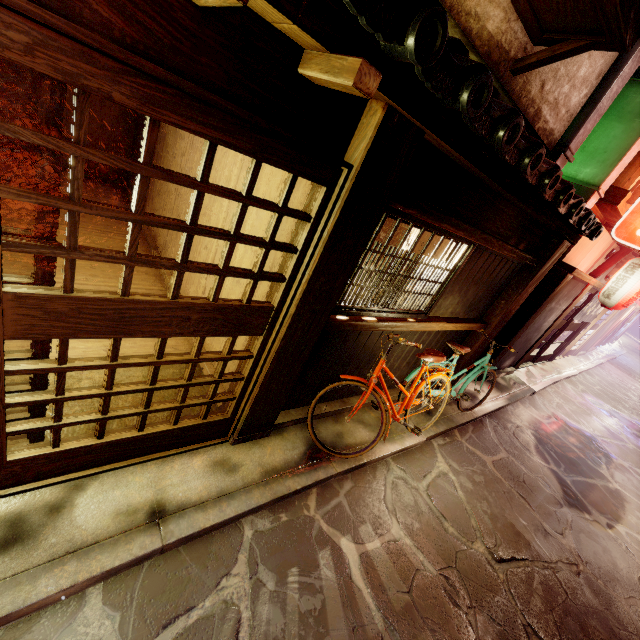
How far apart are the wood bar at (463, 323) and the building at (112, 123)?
14.2m

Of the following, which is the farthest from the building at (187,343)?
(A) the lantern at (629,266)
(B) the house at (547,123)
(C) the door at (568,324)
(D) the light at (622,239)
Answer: (C) the door at (568,324)

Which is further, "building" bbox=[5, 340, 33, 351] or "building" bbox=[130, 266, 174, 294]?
"building" bbox=[130, 266, 174, 294]

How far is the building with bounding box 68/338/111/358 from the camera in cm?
633

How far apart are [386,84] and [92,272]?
8.84m

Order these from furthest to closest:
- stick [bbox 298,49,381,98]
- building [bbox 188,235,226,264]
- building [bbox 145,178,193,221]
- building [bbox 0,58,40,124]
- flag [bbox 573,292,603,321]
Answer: flag [bbox 573,292,603,321] < building [bbox 0,58,40,124] < building [bbox 145,178,193,221] < building [bbox 188,235,226,264] < stick [bbox 298,49,381,98]

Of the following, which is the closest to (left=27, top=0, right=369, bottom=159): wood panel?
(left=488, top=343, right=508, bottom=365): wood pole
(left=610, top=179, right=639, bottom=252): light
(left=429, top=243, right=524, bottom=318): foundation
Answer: (left=429, top=243, right=524, bottom=318): foundation

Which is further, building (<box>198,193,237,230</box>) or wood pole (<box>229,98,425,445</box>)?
building (<box>198,193,237,230</box>)
